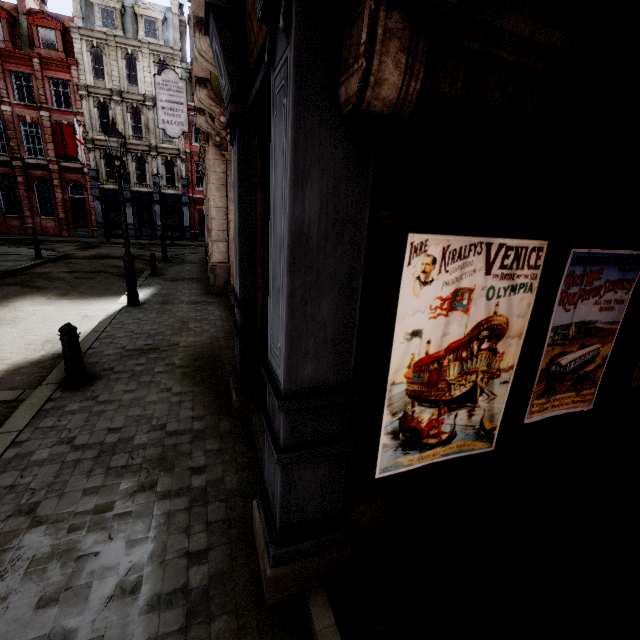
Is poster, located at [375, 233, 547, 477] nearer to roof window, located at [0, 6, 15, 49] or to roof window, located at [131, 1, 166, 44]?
roof window, located at [131, 1, 166, 44]

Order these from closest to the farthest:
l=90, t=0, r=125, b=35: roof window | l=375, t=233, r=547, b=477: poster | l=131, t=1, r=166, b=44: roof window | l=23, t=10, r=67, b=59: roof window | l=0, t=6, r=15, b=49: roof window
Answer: l=375, t=233, r=547, b=477: poster, l=0, t=6, r=15, b=49: roof window, l=23, t=10, r=67, b=59: roof window, l=90, t=0, r=125, b=35: roof window, l=131, t=1, r=166, b=44: roof window

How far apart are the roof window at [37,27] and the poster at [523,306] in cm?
3915

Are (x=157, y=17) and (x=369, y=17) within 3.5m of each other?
no

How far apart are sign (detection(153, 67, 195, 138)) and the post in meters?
12.2

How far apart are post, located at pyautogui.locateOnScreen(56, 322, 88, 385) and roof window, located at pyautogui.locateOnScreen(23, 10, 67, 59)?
35.4m

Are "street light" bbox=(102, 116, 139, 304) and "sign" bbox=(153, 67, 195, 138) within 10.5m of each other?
yes

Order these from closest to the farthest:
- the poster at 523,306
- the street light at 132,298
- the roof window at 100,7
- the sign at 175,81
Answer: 1. the poster at 523,306
2. the street light at 132,298
3. the sign at 175,81
4. the roof window at 100,7
